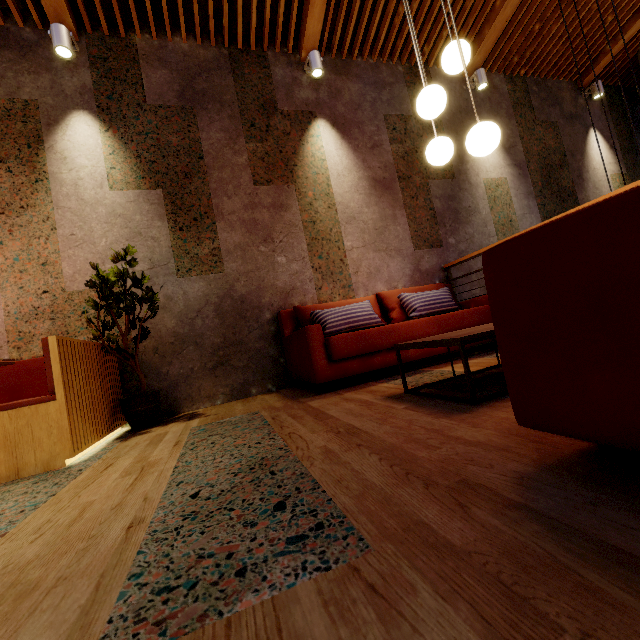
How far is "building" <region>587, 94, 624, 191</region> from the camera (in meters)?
5.87

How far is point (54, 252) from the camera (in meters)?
3.11

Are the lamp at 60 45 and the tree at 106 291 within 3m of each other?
yes

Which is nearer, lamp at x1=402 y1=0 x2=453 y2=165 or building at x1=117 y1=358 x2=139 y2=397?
lamp at x1=402 y1=0 x2=453 y2=165

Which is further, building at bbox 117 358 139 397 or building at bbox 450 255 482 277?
building at bbox 450 255 482 277

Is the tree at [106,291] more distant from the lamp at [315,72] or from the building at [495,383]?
the lamp at [315,72]

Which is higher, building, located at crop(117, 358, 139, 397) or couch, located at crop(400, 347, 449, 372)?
building, located at crop(117, 358, 139, 397)
